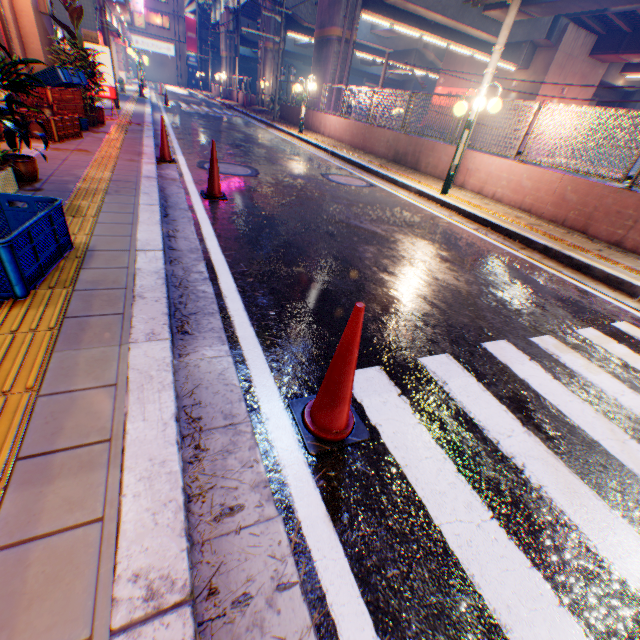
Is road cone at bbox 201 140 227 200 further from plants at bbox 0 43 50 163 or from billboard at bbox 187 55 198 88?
billboard at bbox 187 55 198 88

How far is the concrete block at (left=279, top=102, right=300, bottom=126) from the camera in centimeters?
1988cm

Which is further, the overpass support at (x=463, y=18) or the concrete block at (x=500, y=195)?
the overpass support at (x=463, y=18)

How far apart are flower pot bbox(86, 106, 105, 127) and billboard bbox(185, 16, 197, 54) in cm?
6001

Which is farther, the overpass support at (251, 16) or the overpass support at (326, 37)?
the overpass support at (251, 16)

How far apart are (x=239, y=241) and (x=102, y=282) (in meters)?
1.89

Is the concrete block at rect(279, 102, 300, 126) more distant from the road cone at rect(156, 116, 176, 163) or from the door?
the door

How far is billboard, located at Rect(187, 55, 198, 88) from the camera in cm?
5266
